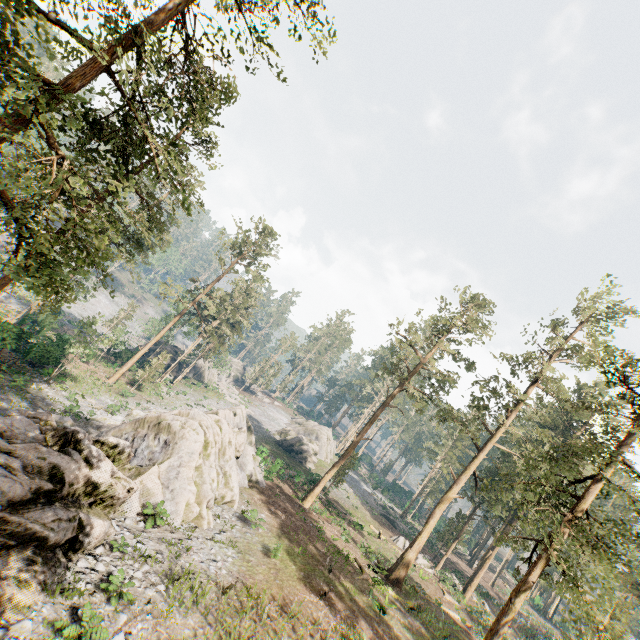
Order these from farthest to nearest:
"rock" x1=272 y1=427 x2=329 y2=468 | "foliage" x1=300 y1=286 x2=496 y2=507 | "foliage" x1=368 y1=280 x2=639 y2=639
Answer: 1. "rock" x1=272 y1=427 x2=329 y2=468
2. "foliage" x1=300 y1=286 x2=496 y2=507
3. "foliage" x1=368 y1=280 x2=639 y2=639

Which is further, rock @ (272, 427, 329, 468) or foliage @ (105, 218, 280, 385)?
rock @ (272, 427, 329, 468)

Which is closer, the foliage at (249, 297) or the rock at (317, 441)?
the foliage at (249, 297)

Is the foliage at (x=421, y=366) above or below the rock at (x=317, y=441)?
above

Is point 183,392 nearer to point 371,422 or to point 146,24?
point 371,422

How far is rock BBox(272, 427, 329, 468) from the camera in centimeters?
4894cm

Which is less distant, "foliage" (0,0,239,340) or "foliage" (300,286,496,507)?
"foliage" (0,0,239,340)
